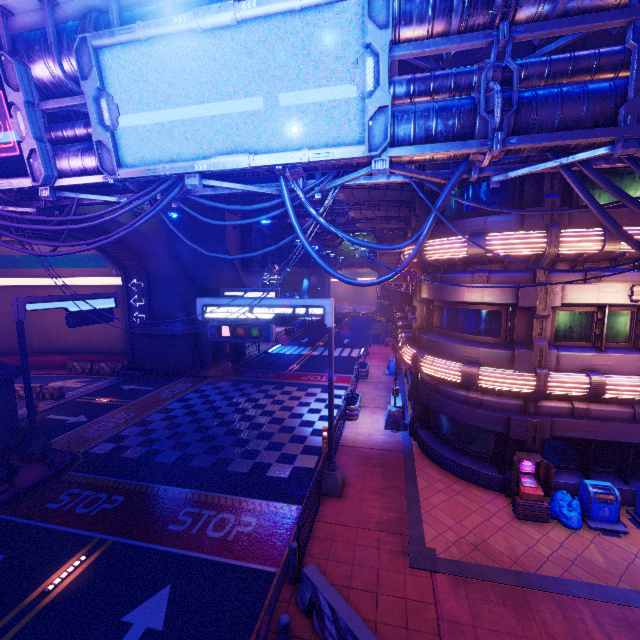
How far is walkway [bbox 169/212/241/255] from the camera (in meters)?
25.36

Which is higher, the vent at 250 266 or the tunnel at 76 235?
the tunnel at 76 235

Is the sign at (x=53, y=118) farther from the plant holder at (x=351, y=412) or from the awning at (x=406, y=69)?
the plant holder at (x=351, y=412)

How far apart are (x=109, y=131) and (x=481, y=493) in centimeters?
1624cm

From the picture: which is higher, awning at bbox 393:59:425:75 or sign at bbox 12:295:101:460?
awning at bbox 393:59:425:75

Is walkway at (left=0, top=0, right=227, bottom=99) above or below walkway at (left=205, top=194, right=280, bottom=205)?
below

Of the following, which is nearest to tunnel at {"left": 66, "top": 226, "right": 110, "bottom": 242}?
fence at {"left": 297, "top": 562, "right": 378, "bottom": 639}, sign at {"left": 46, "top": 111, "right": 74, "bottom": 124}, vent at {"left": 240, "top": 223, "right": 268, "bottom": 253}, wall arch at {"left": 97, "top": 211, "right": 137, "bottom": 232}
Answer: wall arch at {"left": 97, "top": 211, "right": 137, "bottom": 232}

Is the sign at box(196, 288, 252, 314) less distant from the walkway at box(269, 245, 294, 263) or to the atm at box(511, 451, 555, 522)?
the walkway at box(269, 245, 294, 263)
